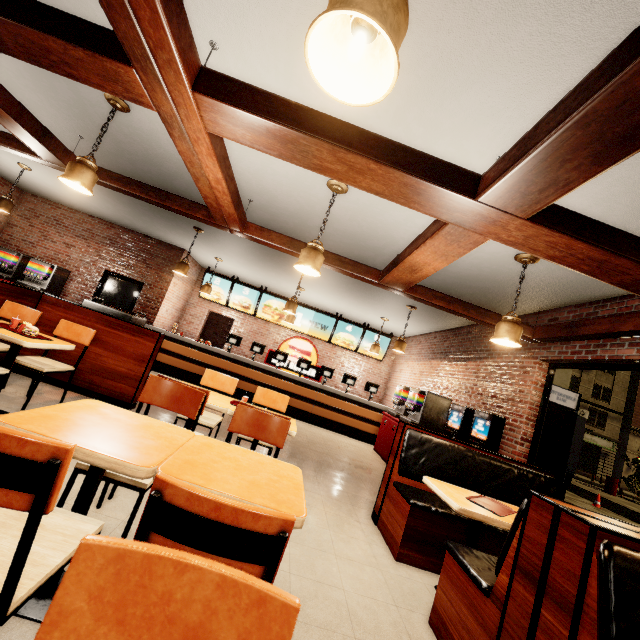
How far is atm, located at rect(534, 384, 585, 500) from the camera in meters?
5.2 m

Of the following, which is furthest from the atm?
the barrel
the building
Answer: the barrel

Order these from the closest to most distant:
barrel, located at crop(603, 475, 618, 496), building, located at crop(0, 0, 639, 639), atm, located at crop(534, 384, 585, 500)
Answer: building, located at crop(0, 0, 639, 639)
atm, located at crop(534, 384, 585, 500)
barrel, located at crop(603, 475, 618, 496)

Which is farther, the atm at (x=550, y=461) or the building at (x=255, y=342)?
the atm at (x=550, y=461)

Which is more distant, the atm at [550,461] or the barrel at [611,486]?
the barrel at [611,486]

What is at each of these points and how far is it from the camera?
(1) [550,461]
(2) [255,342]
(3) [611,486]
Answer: (1) atm, 5.18m
(2) building, 9.16m
(3) barrel, 21.41m

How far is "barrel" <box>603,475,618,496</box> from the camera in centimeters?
2131cm

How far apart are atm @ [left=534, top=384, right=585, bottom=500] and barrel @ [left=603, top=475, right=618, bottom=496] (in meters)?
23.38
